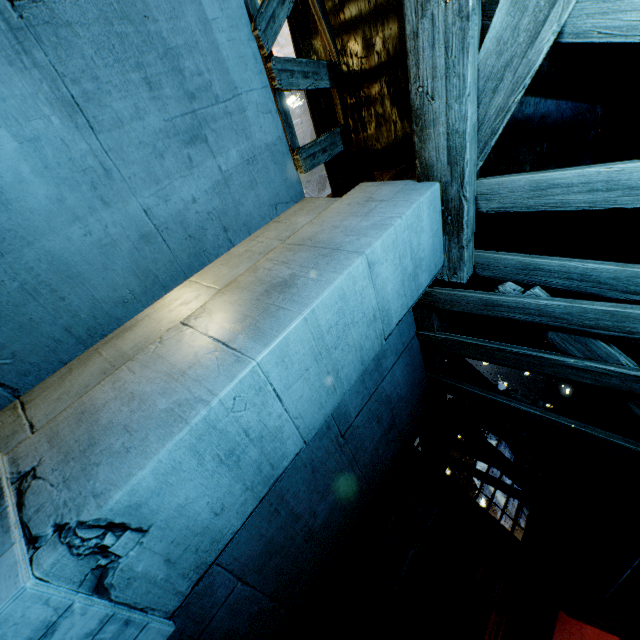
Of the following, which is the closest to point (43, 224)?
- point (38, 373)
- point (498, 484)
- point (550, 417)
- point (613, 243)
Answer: point (38, 373)
